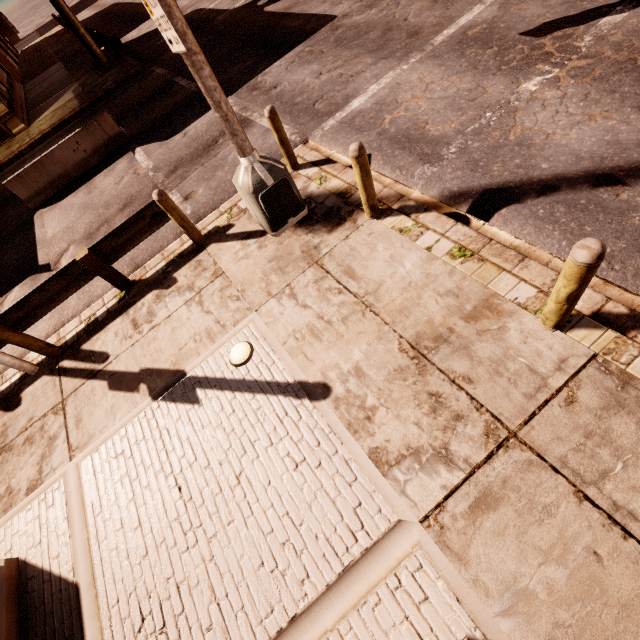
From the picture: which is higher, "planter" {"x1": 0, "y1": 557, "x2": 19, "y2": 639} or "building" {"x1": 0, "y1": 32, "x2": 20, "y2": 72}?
"building" {"x1": 0, "y1": 32, "x2": 20, "y2": 72}

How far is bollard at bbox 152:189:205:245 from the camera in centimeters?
554cm

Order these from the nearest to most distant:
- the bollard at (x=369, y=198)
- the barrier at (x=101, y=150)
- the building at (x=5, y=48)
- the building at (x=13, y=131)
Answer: the bollard at (x=369, y=198) → the barrier at (x=101, y=150) → the building at (x=13, y=131) → the building at (x=5, y=48)

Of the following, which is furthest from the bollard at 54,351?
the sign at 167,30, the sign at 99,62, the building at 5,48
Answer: the sign at 99,62

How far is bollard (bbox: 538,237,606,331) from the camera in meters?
2.5

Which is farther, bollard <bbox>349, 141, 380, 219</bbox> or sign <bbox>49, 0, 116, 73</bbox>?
sign <bbox>49, 0, 116, 73</bbox>

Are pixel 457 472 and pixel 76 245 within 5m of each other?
no

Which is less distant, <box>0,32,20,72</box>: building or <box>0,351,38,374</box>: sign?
<box>0,351,38,374</box>: sign
